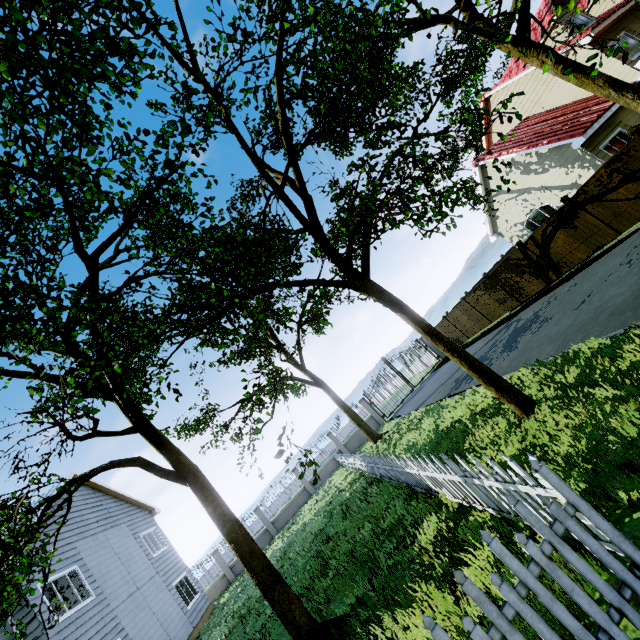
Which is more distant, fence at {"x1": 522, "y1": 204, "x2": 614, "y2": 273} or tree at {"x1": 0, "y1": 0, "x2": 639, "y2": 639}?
fence at {"x1": 522, "y1": 204, "x2": 614, "y2": 273}

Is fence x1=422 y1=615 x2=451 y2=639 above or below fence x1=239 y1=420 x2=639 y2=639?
above

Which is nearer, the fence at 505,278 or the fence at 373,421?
the fence at 505,278

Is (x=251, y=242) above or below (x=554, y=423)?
above

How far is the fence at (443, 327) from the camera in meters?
22.7

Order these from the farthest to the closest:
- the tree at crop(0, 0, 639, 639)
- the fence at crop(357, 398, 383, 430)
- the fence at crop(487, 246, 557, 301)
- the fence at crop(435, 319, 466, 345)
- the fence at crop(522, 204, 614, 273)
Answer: the fence at crop(357, 398, 383, 430) → the fence at crop(435, 319, 466, 345) → the fence at crop(487, 246, 557, 301) → the fence at crop(522, 204, 614, 273) → the tree at crop(0, 0, 639, 639)

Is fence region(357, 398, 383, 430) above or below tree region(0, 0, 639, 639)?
below

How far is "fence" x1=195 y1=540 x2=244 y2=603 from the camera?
19.2 meters
